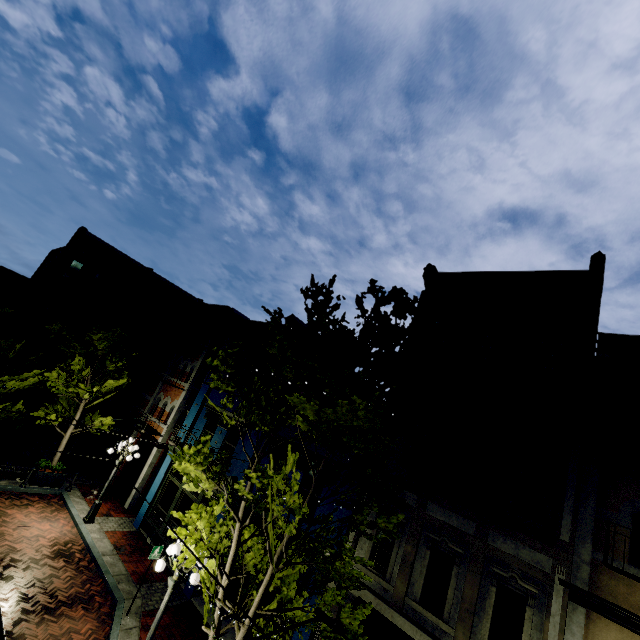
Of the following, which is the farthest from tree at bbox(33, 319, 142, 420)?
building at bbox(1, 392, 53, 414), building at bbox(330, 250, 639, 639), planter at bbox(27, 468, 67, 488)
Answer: building at bbox(1, 392, 53, 414)

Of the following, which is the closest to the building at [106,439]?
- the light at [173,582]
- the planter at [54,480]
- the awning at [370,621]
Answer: the awning at [370,621]

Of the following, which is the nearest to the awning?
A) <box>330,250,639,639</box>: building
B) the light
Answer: <box>330,250,639,639</box>: building

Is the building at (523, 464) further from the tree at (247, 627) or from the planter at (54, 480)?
the planter at (54, 480)

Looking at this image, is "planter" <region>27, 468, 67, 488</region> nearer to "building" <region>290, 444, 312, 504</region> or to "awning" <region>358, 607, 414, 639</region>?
"building" <region>290, 444, 312, 504</region>

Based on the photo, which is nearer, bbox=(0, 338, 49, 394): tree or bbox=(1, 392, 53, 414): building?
bbox=(0, 338, 49, 394): tree

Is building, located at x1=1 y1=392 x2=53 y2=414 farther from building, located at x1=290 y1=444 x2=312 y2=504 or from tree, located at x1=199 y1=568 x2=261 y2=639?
tree, located at x1=199 y1=568 x2=261 y2=639

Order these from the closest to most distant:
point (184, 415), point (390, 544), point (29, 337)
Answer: point (390, 544) → point (184, 415) → point (29, 337)
